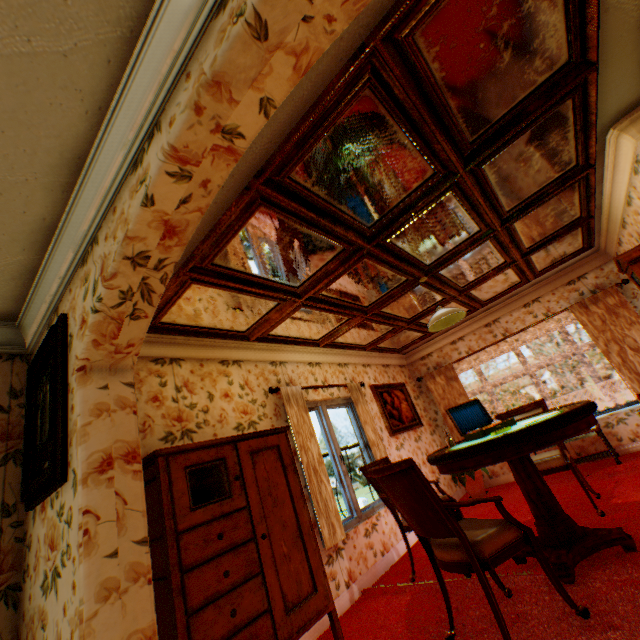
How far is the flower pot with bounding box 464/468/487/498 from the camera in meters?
6.0 m

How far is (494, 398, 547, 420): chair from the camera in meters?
4.4

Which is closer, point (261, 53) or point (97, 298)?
point (261, 53)

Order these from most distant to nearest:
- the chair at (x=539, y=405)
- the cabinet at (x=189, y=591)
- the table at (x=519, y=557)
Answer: the chair at (x=539, y=405), the table at (x=519, y=557), the cabinet at (x=189, y=591)

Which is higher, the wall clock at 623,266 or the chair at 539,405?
the wall clock at 623,266

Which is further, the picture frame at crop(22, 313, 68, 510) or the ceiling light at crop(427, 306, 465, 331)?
the ceiling light at crop(427, 306, 465, 331)

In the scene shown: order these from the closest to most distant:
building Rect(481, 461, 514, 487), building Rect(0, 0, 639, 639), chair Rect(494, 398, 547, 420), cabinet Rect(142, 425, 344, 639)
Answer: building Rect(0, 0, 639, 639)
cabinet Rect(142, 425, 344, 639)
chair Rect(494, 398, 547, 420)
building Rect(481, 461, 514, 487)

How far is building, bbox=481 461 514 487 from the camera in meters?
6.3
